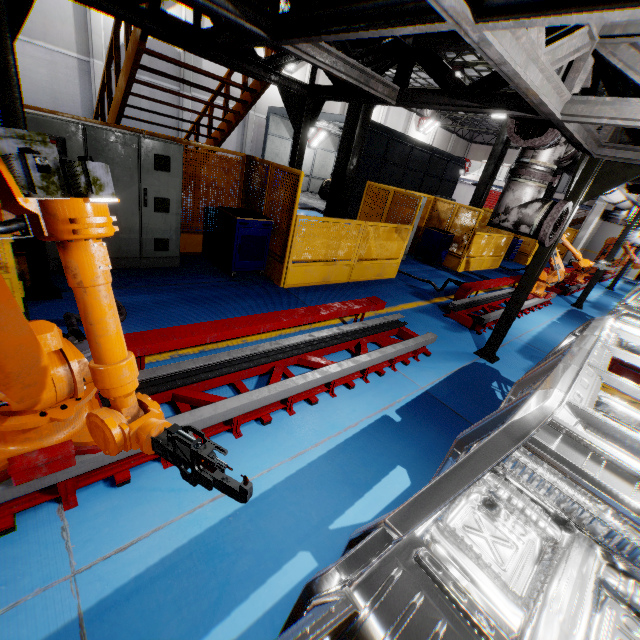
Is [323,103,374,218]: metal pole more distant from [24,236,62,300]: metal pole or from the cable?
[24,236,62,300]: metal pole

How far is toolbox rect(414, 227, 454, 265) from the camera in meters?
11.4

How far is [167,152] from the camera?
5.3m

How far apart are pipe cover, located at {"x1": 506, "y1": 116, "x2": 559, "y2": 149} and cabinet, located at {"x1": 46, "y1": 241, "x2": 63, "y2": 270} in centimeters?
487cm

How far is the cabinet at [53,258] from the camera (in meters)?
4.93

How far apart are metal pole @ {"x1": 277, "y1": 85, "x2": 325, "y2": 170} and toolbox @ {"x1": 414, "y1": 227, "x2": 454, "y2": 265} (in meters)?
6.80

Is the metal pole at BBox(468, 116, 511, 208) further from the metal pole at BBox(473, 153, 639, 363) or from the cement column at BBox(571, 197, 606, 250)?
the cement column at BBox(571, 197, 606, 250)

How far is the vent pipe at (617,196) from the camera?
7.2m
